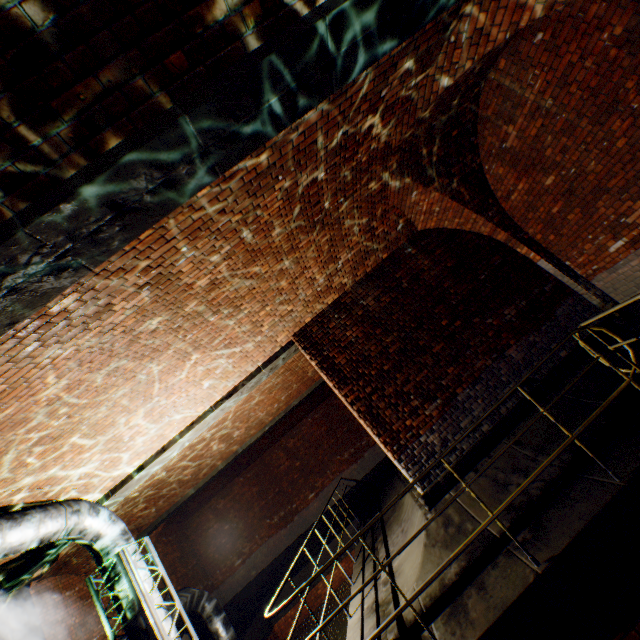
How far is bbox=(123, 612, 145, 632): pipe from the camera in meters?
5.3 m

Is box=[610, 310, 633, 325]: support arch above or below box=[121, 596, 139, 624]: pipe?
below

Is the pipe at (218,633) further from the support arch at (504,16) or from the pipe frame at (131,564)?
the support arch at (504,16)

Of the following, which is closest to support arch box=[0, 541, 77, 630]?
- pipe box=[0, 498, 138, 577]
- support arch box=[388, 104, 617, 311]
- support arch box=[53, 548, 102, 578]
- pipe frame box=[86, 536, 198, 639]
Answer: support arch box=[53, 548, 102, 578]

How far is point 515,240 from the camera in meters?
6.5

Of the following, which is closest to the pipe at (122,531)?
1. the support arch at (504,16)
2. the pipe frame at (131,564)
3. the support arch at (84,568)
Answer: the pipe frame at (131,564)

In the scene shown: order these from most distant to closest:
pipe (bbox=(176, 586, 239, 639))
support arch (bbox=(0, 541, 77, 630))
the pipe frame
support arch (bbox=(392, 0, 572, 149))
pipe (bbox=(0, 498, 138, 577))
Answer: pipe (bbox=(176, 586, 239, 639))
support arch (bbox=(0, 541, 77, 630))
the pipe frame
pipe (bbox=(0, 498, 138, 577))
support arch (bbox=(392, 0, 572, 149))

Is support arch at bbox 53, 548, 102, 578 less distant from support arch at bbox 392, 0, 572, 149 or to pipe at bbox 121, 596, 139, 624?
pipe at bbox 121, 596, 139, 624
